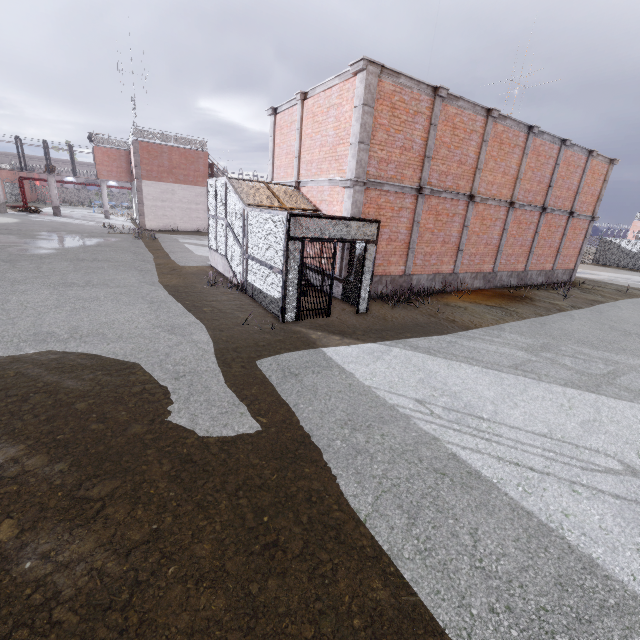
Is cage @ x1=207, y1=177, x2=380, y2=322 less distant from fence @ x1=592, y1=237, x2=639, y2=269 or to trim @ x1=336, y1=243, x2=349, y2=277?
trim @ x1=336, y1=243, x2=349, y2=277

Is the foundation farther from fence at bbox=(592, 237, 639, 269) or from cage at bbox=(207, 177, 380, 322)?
fence at bbox=(592, 237, 639, 269)

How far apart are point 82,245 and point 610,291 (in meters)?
29.88

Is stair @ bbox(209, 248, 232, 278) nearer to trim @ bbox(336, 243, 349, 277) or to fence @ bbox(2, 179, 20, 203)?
trim @ bbox(336, 243, 349, 277)

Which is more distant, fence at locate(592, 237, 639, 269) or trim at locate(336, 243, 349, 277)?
fence at locate(592, 237, 639, 269)

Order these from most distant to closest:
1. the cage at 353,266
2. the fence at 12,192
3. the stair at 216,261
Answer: the fence at 12,192 → the stair at 216,261 → the cage at 353,266

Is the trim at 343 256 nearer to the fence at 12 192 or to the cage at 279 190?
the cage at 279 190

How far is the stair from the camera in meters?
13.0
